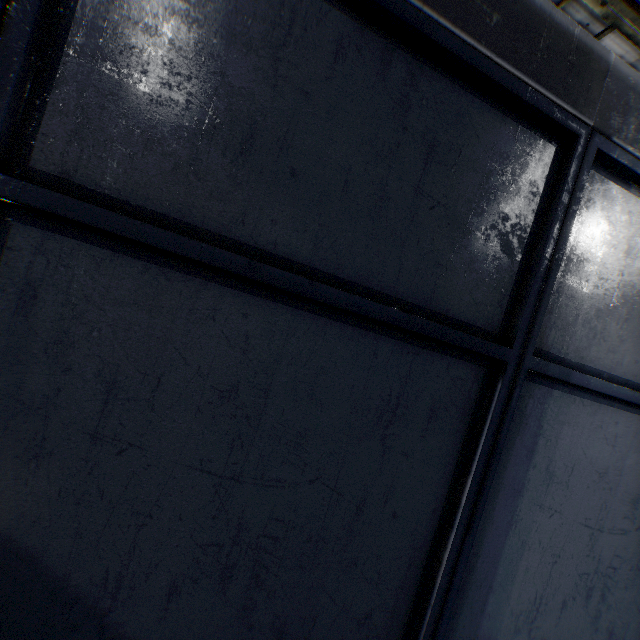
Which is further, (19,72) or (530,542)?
(530,542)
